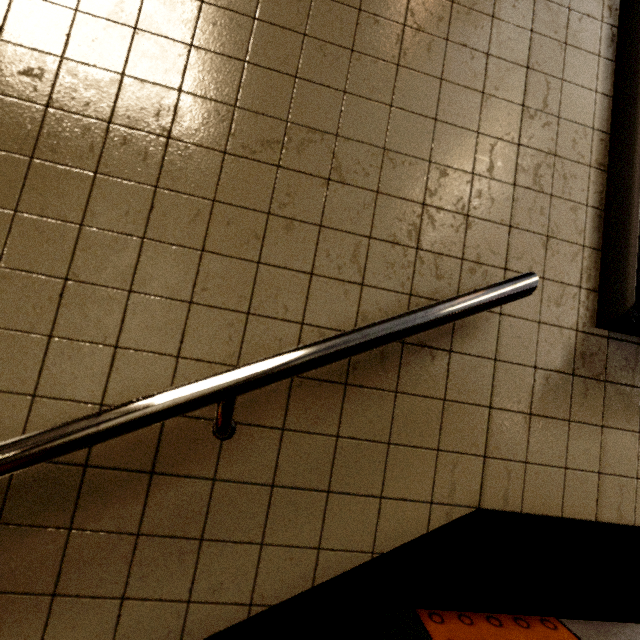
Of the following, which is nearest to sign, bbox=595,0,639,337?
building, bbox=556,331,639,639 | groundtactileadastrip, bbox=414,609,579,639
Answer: building, bbox=556,331,639,639

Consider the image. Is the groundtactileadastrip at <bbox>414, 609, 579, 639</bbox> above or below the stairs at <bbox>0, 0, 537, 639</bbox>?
below

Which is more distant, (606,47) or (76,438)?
(606,47)

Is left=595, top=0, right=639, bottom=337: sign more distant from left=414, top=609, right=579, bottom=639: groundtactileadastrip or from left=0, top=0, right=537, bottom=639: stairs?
left=414, top=609, right=579, bottom=639: groundtactileadastrip

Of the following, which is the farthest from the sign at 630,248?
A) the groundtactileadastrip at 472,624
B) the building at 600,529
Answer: the groundtactileadastrip at 472,624

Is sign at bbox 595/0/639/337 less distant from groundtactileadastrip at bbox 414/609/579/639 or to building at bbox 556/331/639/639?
building at bbox 556/331/639/639

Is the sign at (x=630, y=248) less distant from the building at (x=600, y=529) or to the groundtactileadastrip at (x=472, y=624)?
the building at (x=600, y=529)
